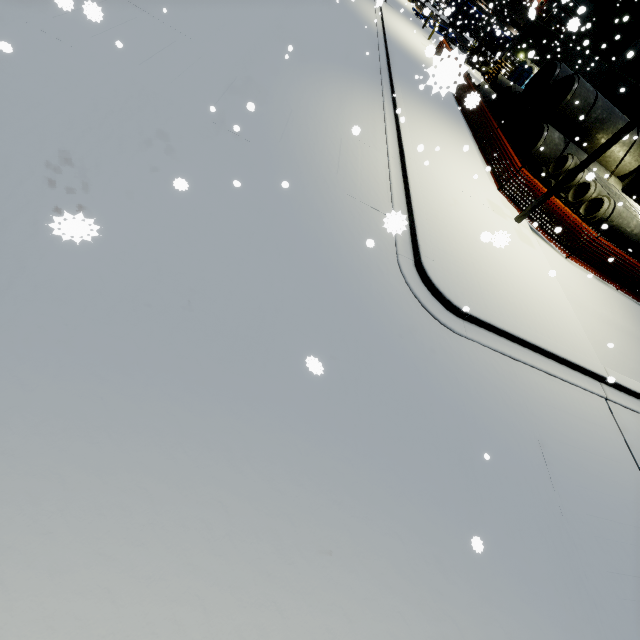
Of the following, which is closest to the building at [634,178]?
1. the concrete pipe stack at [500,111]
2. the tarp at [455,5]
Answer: the concrete pipe stack at [500,111]

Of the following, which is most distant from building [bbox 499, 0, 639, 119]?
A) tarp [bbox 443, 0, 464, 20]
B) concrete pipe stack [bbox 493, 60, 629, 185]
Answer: tarp [bbox 443, 0, 464, 20]

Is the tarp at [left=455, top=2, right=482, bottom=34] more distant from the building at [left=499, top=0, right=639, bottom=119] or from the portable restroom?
the portable restroom

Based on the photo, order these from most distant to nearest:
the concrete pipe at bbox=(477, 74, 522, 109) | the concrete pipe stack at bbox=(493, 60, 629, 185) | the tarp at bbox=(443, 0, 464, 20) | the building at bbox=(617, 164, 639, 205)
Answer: the concrete pipe at bbox=(477, 74, 522, 109) → the building at bbox=(617, 164, 639, 205) → the concrete pipe stack at bbox=(493, 60, 629, 185) → the tarp at bbox=(443, 0, 464, 20)

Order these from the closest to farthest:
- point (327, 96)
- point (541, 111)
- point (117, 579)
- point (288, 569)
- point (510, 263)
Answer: point (117, 579) < point (288, 569) < point (510, 263) < point (327, 96) < point (541, 111)

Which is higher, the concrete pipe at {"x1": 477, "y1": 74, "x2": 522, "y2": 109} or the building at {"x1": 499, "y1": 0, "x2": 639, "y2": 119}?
the building at {"x1": 499, "y1": 0, "x2": 639, "y2": 119}

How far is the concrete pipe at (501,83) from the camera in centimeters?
1898cm

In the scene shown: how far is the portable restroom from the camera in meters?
23.8 m
